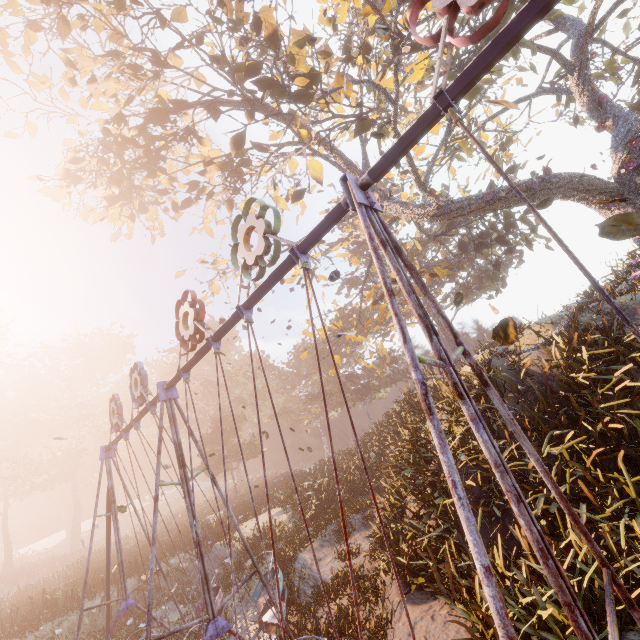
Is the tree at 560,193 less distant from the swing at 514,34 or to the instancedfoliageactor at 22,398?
the swing at 514,34

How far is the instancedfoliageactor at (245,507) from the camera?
21.8 meters

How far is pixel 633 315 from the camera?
9.44m

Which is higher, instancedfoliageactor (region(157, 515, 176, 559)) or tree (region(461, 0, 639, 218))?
tree (region(461, 0, 639, 218))

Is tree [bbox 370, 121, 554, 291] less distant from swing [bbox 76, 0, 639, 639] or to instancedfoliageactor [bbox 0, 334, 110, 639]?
swing [bbox 76, 0, 639, 639]

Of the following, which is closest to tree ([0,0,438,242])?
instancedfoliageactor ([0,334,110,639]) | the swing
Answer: the swing
